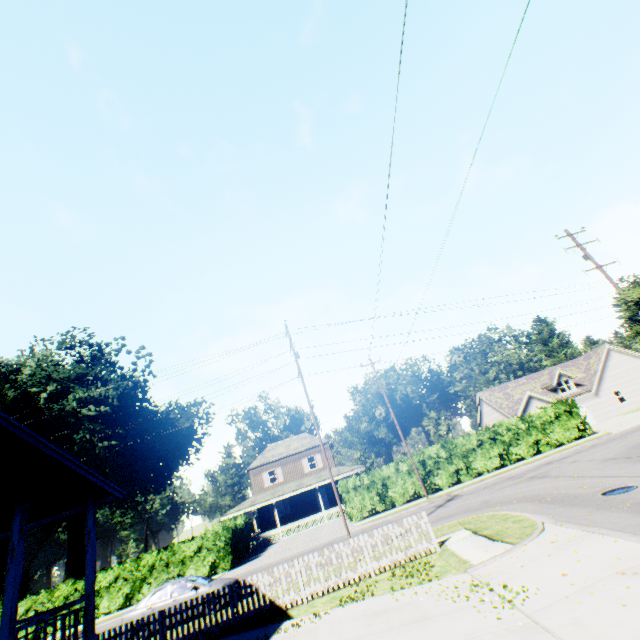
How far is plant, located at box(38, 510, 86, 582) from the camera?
45.5m

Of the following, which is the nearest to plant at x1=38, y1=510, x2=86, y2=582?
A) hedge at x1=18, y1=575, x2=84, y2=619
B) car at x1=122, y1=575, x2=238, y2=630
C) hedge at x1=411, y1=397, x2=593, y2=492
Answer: hedge at x1=18, y1=575, x2=84, y2=619

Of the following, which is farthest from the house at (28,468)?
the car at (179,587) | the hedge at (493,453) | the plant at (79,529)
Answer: the plant at (79,529)

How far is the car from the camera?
13.6m

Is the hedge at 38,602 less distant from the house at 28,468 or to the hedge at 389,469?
the hedge at 389,469

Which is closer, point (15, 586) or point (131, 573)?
point (15, 586)

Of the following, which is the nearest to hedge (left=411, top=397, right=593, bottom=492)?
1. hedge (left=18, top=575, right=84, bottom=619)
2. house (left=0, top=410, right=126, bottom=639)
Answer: hedge (left=18, top=575, right=84, bottom=619)

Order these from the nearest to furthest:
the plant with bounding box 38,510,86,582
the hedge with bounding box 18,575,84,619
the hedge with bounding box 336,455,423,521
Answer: the hedge with bounding box 18,575,84,619 < the hedge with bounding box 336,455,423,521 < the plant with bounding box 38,510,86,582
